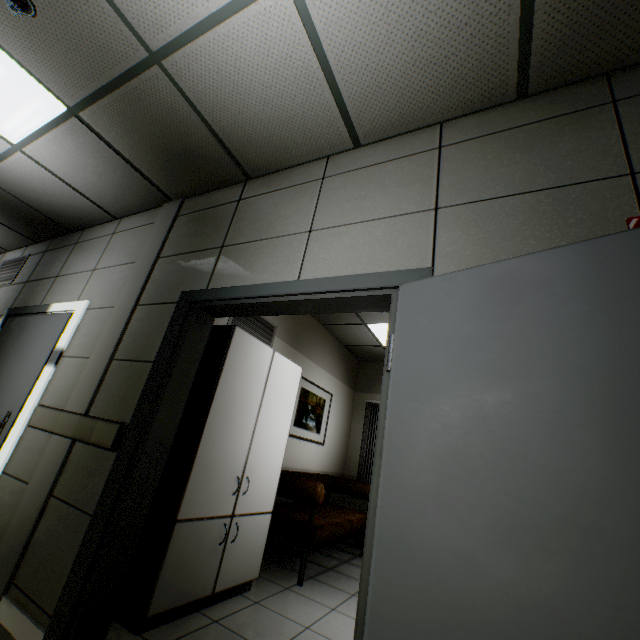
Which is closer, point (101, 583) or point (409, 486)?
point (409, 486)

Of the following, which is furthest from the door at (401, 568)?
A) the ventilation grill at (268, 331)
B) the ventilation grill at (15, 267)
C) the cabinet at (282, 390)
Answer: the ventilation grill at (15, 267)

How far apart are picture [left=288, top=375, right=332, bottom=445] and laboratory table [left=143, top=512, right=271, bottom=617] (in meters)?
1.42

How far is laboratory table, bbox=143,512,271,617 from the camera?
2.1m

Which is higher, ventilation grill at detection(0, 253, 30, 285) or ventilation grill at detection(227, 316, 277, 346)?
ventilation grill at detection(0, 253, 30, 285)

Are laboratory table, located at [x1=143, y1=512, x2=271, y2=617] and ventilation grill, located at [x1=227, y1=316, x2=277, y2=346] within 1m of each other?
no

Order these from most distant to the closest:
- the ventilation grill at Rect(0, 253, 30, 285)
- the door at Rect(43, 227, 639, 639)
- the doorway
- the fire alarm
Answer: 1. the ventilation grill at Rect(0, 253, 30, 285)
2. the doorway
3. the fire alarm
4. the door at Rect(43, 227, 639, 639)

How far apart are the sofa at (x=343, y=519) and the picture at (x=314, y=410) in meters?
0.5
